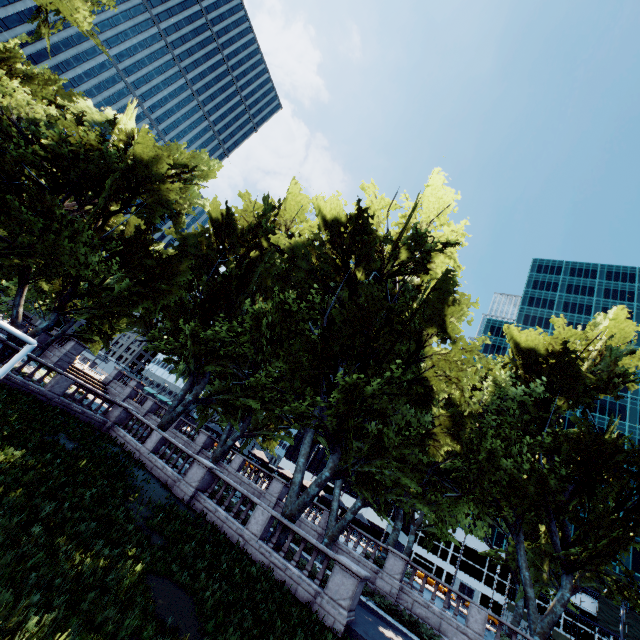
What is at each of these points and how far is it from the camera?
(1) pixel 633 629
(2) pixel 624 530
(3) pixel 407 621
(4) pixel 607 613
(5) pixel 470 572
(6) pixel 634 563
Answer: (1) scaffolding, 47.4 meters
(2) tree, 17.8 meters
(3) bush, 18.3 meters
(4) scaffolding, 49.1 meters
(5) building, 59.8 meters
(6) building, 53.9 meters

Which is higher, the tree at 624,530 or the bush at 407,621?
the tree at 624,530

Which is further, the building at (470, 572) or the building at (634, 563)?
the building at (470, 572)

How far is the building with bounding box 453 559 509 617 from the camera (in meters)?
56.32

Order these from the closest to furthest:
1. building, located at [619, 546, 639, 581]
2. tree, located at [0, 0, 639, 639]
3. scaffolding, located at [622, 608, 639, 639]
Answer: tree, located at [0, 0, 639, 639] → scaffolding, located at [622, 608, 639, 639] → building, located at [619, 546, 639, 581]

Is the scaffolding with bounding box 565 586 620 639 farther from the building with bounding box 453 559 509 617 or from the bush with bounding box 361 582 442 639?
the bush with bounding box 361 582 442 639

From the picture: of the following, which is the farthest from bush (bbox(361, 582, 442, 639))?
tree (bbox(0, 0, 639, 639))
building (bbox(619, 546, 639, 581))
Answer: building (bbox(619, 546, 639, 581))

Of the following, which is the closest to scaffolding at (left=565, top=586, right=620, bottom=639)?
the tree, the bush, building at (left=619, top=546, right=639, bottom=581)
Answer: building at (left=619, top=546, right=639, bottom=581)
